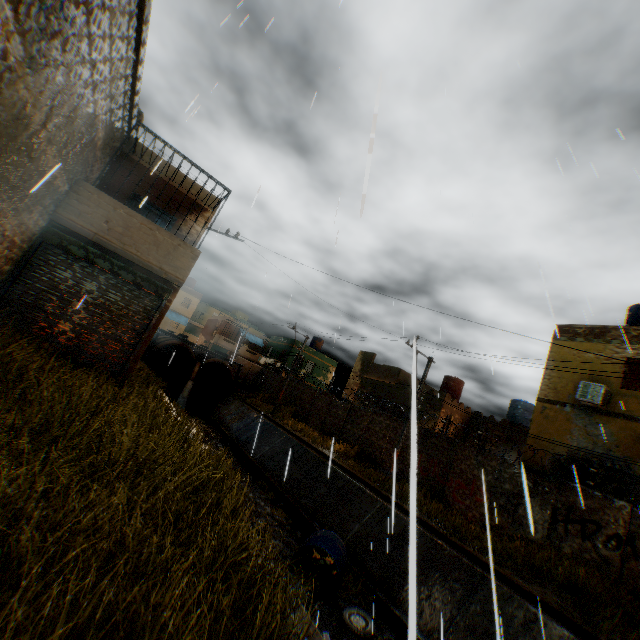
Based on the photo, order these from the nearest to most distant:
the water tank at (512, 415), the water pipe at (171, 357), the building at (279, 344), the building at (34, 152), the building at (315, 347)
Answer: the building at (34, 152) → the water tank at (512, 415) → the water pipe at (171, 357) → the building at (279, 344) → the building at (315, 347)

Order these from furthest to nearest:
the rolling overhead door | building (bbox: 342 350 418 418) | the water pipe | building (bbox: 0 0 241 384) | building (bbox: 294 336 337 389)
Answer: building (bbox: 294 336 337 389)
the water pipe
building (bbox: 342 350 418 418)
the rolling overhead door
building (bbox: 0 0 241 384)

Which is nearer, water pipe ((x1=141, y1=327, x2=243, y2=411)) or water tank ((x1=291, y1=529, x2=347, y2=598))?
water tank ((x1=291, y1=529, x2=347, y2=598))

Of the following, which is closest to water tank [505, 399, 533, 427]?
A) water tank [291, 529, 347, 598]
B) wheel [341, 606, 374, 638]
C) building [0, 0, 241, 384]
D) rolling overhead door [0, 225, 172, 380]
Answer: building [0, 0, 241, 384]

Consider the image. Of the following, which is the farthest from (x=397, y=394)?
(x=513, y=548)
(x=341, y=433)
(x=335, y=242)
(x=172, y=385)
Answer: (x=335, y=242)

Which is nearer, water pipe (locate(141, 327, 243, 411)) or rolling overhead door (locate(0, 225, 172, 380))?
rolling overhead door (locate(0, 225, 172, 380))

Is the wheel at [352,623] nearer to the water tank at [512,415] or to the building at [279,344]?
the building at [279,344]

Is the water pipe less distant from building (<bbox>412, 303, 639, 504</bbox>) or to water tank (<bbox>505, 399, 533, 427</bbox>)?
building (<bbox>412, 303, 639, 504</bbox>)
